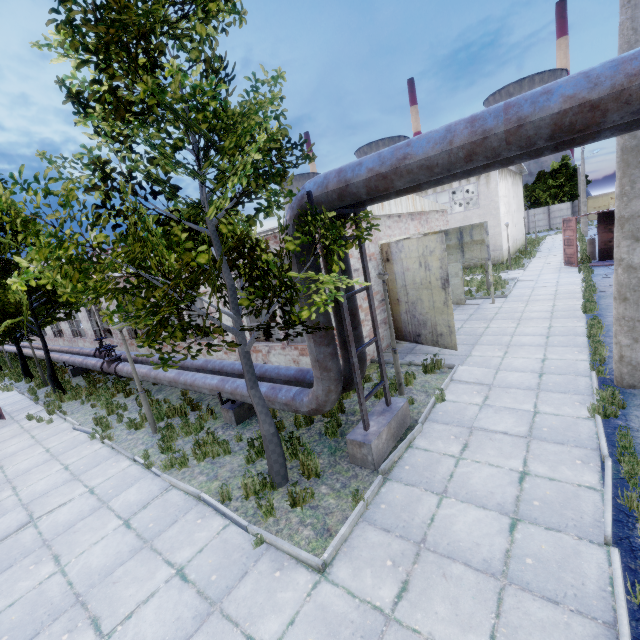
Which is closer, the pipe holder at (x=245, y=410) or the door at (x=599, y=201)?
the pipe holder at (x=245, y=410)

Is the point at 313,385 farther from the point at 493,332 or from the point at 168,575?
the point at 493,332

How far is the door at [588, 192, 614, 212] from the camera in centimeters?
5119cm

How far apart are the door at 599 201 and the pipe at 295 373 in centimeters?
6665cm

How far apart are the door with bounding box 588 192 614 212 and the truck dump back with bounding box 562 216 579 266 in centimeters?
4551cm

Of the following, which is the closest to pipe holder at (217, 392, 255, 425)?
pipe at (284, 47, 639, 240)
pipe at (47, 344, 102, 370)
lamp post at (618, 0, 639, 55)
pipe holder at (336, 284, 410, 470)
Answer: pipe at (284, 47, 639, 240)

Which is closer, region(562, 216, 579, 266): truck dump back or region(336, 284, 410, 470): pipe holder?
region(336, 284, 410, 470): pipe holder

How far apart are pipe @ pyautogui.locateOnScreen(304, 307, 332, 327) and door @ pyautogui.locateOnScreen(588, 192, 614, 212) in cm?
6665
